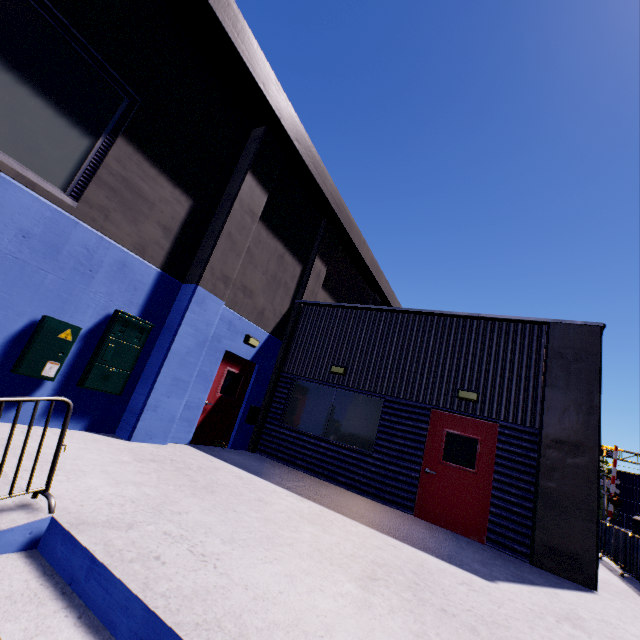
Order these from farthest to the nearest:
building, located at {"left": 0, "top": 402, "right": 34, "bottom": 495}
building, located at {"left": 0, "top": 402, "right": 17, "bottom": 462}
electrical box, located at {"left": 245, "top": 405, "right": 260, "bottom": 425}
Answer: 1. electrical box, located at {"left": 245, "top": 405, "right": 260, "bottom": 425}
2. building, located at {"left": 0, "top": 402, "right": 17, "bottom": 462}
3. building, located at {"left": 0, "top": 402, "right": 34, "bottom": 495}

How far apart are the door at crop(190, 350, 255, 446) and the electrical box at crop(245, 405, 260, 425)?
0.2 meters

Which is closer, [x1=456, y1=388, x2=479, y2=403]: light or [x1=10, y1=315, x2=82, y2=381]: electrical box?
[x1=10, y1=315, x2=82, y2=381]: electrical box

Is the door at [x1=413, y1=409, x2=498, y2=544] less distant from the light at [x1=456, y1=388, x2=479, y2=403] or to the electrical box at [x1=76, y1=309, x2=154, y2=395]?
the light at [x1=456, y1=388, x2=479, y2=403]

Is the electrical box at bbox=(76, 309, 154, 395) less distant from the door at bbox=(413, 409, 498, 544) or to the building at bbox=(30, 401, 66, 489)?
the building at bbox=(30, 401, 66, 489)

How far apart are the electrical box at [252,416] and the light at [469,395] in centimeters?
566cm

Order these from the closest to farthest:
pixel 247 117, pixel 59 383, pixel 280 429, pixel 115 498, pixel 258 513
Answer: pixel 115 498
pixel 258 513
pixel 59 383
pixel 247 117
pixel 280 429

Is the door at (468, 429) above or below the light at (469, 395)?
below
